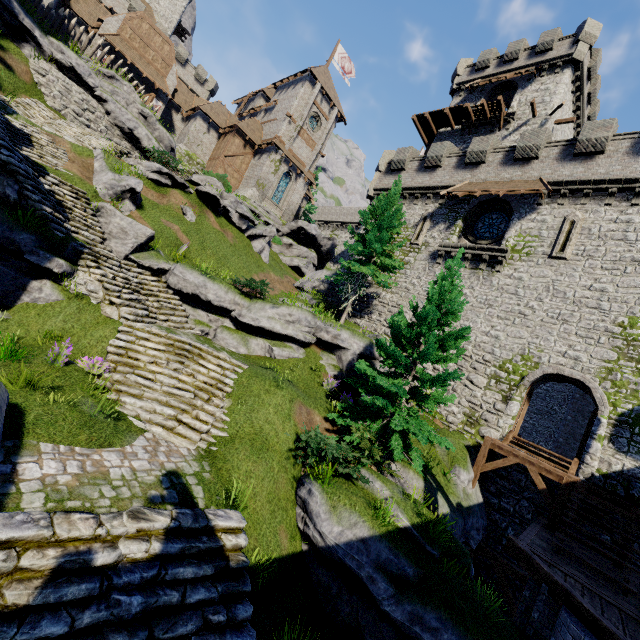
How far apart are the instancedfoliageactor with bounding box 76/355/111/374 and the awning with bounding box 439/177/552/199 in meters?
20.7 m

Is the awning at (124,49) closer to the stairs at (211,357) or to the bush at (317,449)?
the stairs at (211,357)

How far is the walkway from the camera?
29.4m

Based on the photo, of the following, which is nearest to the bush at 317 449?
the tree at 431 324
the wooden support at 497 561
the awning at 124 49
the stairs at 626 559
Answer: the tree at 431 324

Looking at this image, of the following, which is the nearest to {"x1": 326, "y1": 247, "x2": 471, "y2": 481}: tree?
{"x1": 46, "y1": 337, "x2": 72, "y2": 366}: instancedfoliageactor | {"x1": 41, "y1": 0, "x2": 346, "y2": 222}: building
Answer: {"x1": 46, "y1": 337, "x2": 72, "y2": 366}: instancedfoliageactor

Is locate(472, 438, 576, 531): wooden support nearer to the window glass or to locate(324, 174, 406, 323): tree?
locate(324, 174, 406, 323): tree

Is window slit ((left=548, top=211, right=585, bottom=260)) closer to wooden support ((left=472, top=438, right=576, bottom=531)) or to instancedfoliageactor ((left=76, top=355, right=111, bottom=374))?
wooden support ((left=472, top=438, right=576, bottom=531))

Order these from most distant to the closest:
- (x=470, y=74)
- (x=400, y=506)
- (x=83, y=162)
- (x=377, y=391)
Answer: (x=470, y=74) → (x=83, y=162) → (x=377, y=391) → (x=400, y=506)
